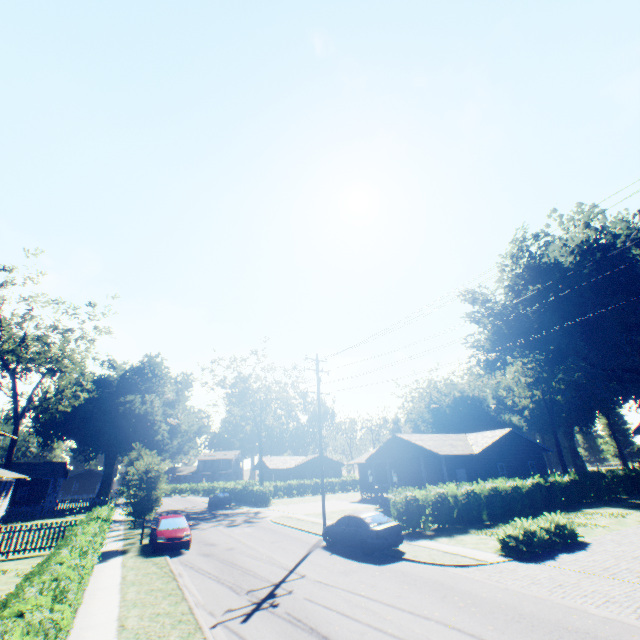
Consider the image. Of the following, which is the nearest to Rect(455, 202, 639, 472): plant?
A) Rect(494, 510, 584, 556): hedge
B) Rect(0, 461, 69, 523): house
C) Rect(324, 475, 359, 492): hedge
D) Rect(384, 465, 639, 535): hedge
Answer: Rect(0, 461, 69, 523): house

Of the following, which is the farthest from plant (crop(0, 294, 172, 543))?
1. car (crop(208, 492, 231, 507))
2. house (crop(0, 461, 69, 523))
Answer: car (crop(208, 492, 231, 507))

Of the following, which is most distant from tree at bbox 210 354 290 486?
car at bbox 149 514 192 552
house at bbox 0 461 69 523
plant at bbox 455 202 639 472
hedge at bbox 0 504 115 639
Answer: car at bbox 149 514 192 552

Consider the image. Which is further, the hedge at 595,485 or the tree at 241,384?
the tree at 241,384

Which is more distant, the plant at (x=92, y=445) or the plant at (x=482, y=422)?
the plant at (x=482, y=422)

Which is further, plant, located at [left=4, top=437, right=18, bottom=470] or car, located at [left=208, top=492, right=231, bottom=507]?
car, located at [left=208, top=492, right=231, bottom=507]

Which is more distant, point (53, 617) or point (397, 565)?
point (397, 565)

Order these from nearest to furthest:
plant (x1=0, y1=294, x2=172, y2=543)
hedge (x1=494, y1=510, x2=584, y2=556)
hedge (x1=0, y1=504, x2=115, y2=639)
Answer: hedge (x1=0, y1=504, x2=115, y2=639) → hedge (x1=494, y1=510, x2=584, y2=556) → plant (x1=0, y1=294, x2=172, y2=543)
